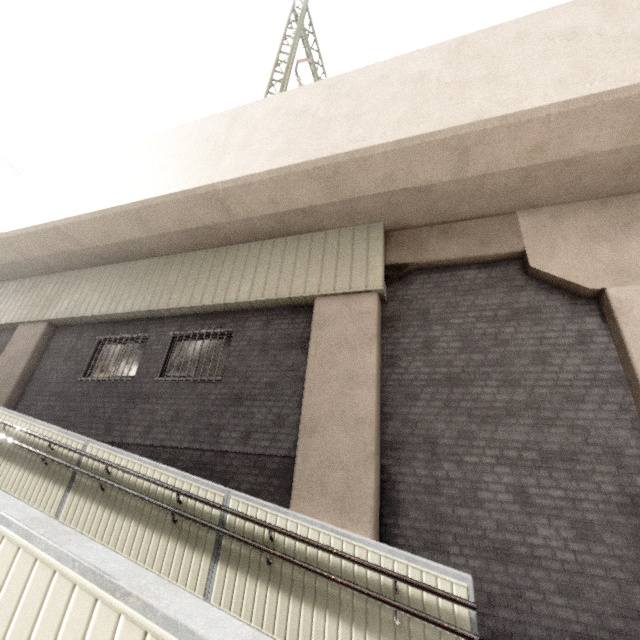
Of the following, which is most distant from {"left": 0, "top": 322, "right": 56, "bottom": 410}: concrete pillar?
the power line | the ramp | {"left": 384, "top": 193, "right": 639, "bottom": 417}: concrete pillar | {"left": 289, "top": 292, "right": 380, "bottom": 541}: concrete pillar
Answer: {"left": 384, "top": 193, "right": 639, "bottom": 417}: concrete pillar

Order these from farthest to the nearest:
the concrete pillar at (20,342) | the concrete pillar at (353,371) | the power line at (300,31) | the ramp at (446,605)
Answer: the power line at (300,31) < the concrete pillar at (20,342) < the concrete pillar at (353,371) < the ramp at (446,605)

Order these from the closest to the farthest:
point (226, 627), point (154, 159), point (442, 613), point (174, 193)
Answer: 1. point (226, 627)
2. point (442, 613)
3. point (174, 193)
4. point (154, 159)

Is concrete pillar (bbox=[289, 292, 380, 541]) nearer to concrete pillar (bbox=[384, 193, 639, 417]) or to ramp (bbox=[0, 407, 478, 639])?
concrete pillar (bbox=[384, 193, 639, 417])

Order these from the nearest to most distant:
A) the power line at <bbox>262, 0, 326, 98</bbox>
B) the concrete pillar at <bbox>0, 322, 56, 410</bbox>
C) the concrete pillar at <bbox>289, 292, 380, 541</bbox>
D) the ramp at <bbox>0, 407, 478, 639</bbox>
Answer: the ramp at <bbox>0, 407, 478, 639</bbox>
the concrete pillar at <bbox>289, 292, 380, 541</bbox>
the concrete pillar at <bbox>0, 322, 56, 410</bbox>
the power line at <bbox>262, 0, 326, 98</bbox>

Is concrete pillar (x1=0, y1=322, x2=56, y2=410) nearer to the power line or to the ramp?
the ramp

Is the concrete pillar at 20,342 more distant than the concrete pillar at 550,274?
Yes
